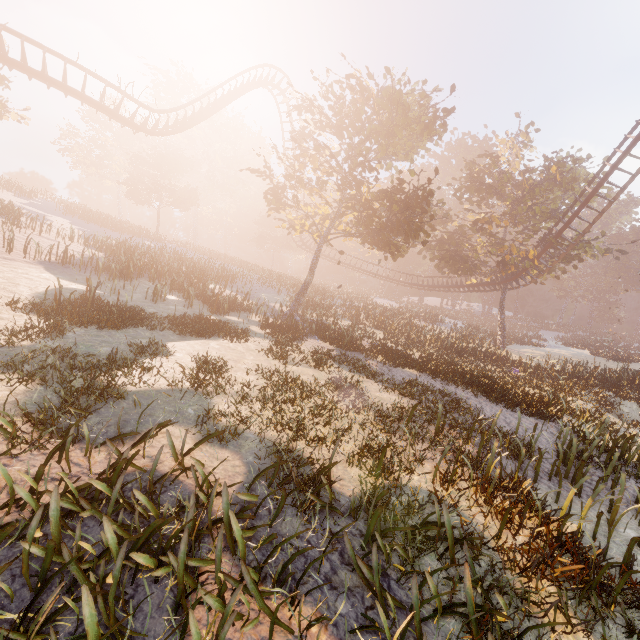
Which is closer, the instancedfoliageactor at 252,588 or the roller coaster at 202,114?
the instancedfoliageactor at 252,588

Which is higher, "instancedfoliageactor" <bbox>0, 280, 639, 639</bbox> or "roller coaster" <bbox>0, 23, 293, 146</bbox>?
"roller coaster" <bbox>0, 23, 293, 146</bbox>

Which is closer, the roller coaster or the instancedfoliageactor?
the instancedfoliageactor

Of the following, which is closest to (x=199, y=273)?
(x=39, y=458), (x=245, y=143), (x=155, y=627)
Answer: (x=39, y=458)

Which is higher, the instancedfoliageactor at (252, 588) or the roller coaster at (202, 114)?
the roller coaster at (202, 114)
